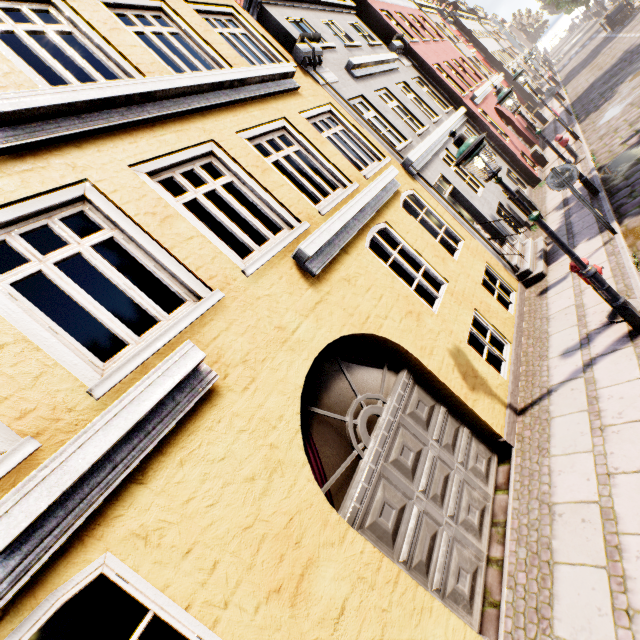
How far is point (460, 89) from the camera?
13.85m

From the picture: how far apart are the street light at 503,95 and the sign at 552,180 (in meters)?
2.69

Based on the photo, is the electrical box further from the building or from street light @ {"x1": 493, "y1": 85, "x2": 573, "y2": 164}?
street light @ {"x1": 493, "y1": 85, "x2": 573, "y2": 164}

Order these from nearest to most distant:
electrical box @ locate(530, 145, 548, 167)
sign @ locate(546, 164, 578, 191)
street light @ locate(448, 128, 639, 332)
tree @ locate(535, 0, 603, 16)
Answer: street light @ locate(448, 128, 639, 332) < sign @ locate(546, 164, 578, 191) < electrical box @ locate(530, 145, 548, 167) < tree @ locate(535, 0, 603, 16)

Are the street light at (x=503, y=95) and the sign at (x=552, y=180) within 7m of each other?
yes

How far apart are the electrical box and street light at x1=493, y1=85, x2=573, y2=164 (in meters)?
6.90

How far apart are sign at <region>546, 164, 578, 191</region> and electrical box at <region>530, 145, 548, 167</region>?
9.75m

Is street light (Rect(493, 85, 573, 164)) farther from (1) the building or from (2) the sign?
(2) the sign
